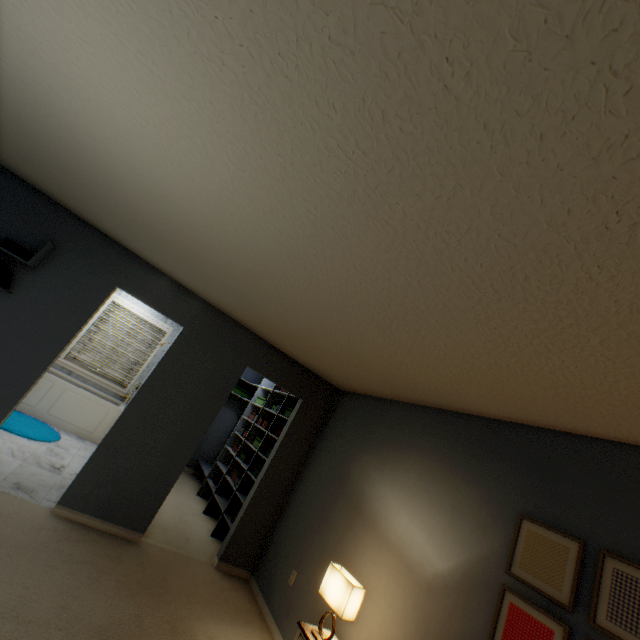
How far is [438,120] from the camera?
0.84m

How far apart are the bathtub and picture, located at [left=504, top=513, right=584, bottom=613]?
5.8m

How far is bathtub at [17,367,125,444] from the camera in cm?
512

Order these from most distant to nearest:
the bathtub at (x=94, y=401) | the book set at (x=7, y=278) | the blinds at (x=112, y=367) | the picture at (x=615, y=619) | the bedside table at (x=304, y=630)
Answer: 1. the blinds at (x=112, y=367)
2. the bathtub at (x=94, y=401)
3. the book set at (x=7, y=278)
4. the bedside table at (x=304, y=630)
5. the picture at (x=615, y=619)

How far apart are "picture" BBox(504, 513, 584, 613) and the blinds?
6.61m

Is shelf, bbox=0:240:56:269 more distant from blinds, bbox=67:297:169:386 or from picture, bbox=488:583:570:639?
picture, bbox=488:583:570:639

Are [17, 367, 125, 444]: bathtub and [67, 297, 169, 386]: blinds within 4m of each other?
Result: yes

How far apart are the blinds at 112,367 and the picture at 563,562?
6.6m
